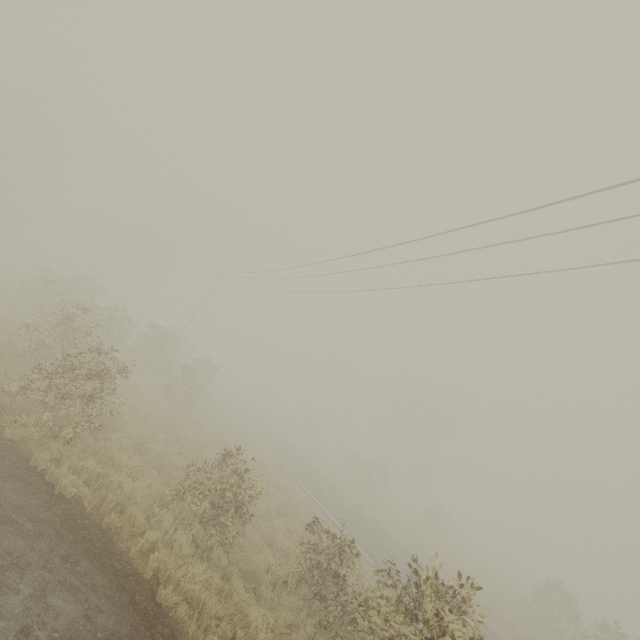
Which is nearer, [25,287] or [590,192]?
[590,192]

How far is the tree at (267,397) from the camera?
53.7m

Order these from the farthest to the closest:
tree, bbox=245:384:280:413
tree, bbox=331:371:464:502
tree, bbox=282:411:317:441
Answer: tree, bbox=245:384:280:413 → tree, bbox=282:411:317:441 → tree, bbox=331:371:464:502

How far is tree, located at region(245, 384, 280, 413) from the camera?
53.66m

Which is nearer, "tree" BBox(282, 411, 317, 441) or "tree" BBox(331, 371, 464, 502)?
"tree" BBox(331, 371, 464, 502)
